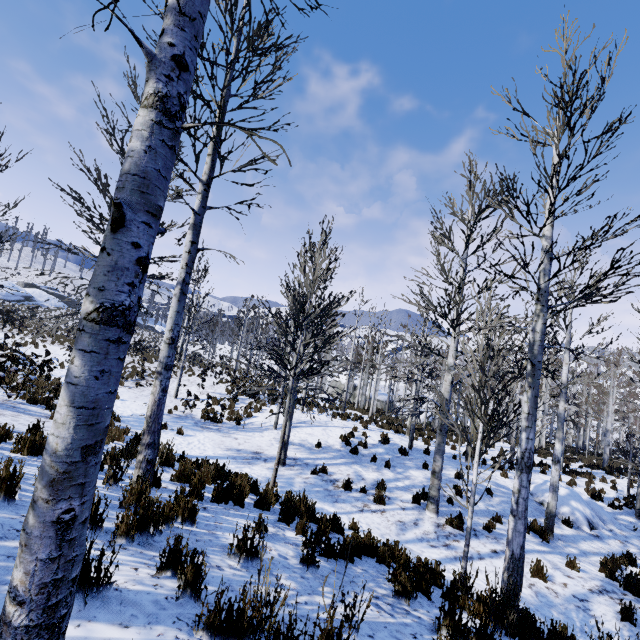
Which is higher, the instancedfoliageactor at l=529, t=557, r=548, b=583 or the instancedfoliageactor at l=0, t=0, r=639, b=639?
the instancedfoliageactor at l=0, t=0, r=639, b=639

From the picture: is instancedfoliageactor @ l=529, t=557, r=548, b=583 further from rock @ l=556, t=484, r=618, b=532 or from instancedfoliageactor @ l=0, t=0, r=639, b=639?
rock @ l=556, t=484, r=618, b=532

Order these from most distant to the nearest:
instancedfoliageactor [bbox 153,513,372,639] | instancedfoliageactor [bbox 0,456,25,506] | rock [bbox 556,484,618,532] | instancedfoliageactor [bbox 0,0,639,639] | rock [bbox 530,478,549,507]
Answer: rock [bbox 530,478,549,507]
rock [bbox 556,484,618,532]
instancedfoliageactor [bbox 0,456,25,506]
instancedfoliageactor [bbox 153,513,372,639]
instancedfoliageactor [bbox 0,0,639,639]

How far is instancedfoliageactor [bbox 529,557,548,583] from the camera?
6.80m

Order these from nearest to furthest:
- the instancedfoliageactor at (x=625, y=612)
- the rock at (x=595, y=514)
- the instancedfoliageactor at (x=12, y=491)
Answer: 1. the instancedfoliageactor at (x=12, y=491)
2. the instancedfoliageactor at (x=625, y=612)
3. the rock at (x=595, y=514)

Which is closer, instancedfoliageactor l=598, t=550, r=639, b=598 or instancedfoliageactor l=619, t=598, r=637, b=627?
instancedfoliageactor l=619, t=598, r=637, b=627

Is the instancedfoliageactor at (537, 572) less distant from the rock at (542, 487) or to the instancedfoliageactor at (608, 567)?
the instancedfoliageactor at (608, 567)

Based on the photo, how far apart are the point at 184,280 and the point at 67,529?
3.8 meters
